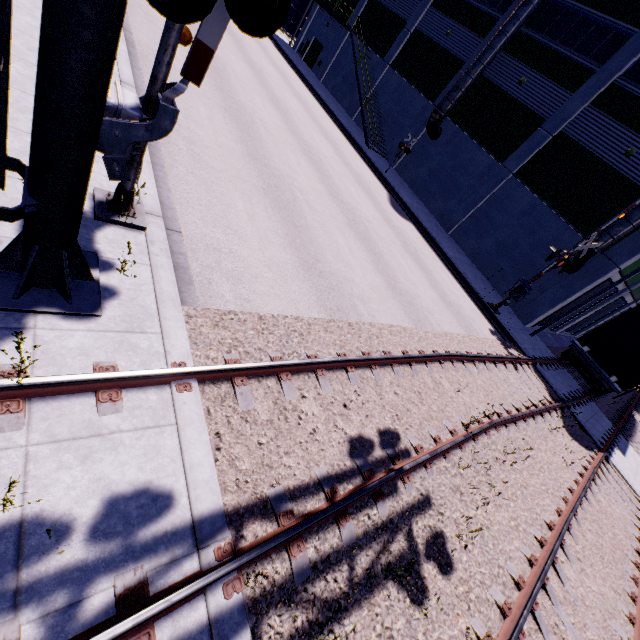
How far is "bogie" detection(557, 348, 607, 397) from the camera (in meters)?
15.60

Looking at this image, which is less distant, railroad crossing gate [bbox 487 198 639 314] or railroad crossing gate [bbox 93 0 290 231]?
railroad crossing gate [bbox 93 0 290 231]

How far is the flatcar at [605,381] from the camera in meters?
14.9

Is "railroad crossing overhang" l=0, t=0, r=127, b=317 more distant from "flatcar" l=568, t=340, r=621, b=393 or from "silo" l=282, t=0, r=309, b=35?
"silo" l=282, t=0, r=309, b=35

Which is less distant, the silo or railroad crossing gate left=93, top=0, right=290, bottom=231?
railroad crossing gate left=93, top=0, right=290, bottom=231

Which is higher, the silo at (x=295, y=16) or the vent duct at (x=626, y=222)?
the vent duct at (x=626, y=222)

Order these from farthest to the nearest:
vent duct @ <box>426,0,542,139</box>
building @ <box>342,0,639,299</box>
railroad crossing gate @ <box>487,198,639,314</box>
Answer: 1. vent duct @ <box>426,0,542,139</box>
2. building @ <box>342,0,639,299</box>
3. railroad crossing gate @ <box>487,198,639,314</box>

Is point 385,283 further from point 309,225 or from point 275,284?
point 275,284
